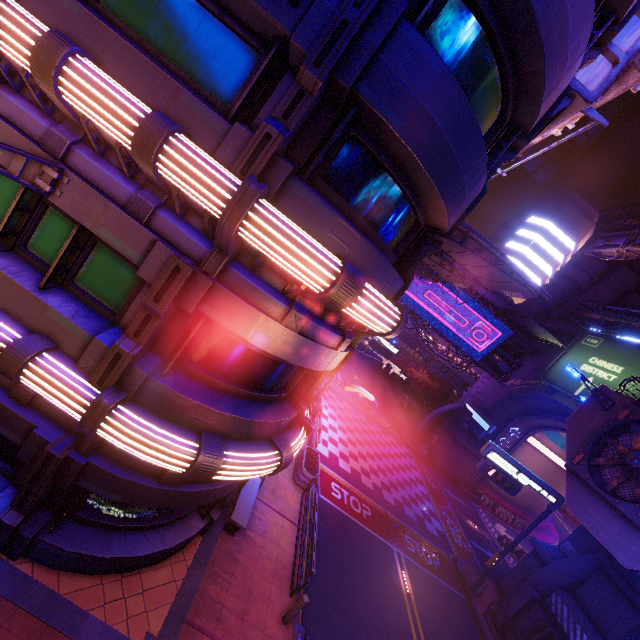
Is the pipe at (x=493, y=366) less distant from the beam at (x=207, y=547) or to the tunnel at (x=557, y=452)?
the tunnel at (x=557, y=452)

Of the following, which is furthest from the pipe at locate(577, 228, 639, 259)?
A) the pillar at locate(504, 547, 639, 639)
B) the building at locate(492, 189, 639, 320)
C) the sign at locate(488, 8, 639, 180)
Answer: the sign at locate(488, 8, 639, 180)

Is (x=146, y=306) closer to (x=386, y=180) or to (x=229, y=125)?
(x=229, y=125)

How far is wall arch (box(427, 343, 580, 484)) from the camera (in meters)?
28.16

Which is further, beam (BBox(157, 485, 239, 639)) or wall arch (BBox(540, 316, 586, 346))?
wall arch (BBox(540, 316, 586, 346))

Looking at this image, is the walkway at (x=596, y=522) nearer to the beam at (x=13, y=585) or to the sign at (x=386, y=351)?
the sign at (x=386, y=351)

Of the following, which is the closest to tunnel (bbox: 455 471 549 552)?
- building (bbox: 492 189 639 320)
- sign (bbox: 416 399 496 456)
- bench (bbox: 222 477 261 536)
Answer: sign (bbox: 416 399 496 456)

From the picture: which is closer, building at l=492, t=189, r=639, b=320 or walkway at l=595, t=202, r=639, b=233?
building at l=492, t=189, r=639, b=320
